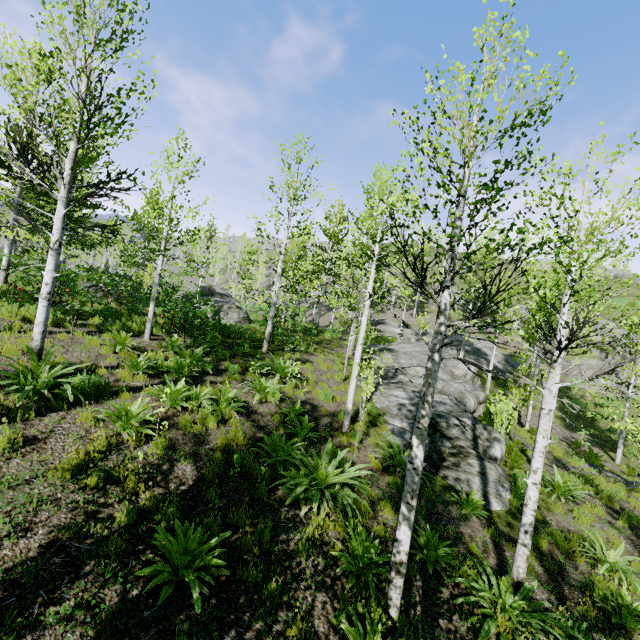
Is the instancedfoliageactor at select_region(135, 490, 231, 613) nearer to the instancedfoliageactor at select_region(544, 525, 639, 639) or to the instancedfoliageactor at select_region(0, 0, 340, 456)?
the instancedfoliageactor at select_region(544, 525, 639, 639)

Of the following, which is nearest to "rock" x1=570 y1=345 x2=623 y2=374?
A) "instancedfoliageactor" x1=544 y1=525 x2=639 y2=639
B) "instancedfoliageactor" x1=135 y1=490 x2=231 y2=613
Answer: "instancedfoliageactor" x1=544 y1=525 x2=639 y2=639

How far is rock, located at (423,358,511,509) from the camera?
8.9 meters

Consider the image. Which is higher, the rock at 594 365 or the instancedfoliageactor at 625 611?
the rock at 594 365

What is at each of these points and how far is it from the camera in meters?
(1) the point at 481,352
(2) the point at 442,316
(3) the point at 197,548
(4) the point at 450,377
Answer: (1) rock, 31.7
(2) instancedfoliageactor, 4.5
(3) instancedfoliageactor, 4.1
(4) rock, 21.0

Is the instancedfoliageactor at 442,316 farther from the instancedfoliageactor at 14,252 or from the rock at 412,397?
the instancedfoliageactor at 14,252

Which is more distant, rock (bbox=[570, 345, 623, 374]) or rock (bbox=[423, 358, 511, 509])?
rock (bbox=[570, 345, 623, 374])

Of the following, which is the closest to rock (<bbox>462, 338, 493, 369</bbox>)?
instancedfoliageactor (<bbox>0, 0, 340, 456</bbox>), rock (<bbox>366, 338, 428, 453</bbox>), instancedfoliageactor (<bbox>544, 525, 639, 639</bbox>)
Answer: rock (<bbox>366, 338, 428, 453</bbox>)
